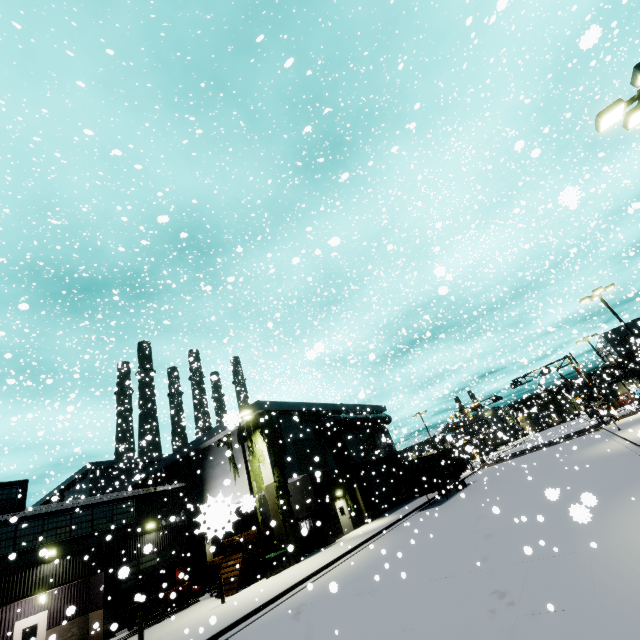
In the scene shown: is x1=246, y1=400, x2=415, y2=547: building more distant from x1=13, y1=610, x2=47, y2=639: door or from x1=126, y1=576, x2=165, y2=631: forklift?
x1=126, y1=576, x2=165, y2=631: forklift

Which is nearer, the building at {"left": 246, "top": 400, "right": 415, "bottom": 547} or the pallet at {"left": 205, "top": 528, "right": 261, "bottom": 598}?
the pallet at {"left": 205, "top": 528, "right": 261, "bottom": 598}

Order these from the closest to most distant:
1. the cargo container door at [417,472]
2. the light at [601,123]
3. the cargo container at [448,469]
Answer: the light at [601,123] < the cargo container door at [417,472] < the cargo container at [448,469]

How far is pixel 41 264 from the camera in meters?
12.7 m

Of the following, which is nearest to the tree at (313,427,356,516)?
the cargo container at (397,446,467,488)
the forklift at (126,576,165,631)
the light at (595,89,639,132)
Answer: the cargo container at (397,446,467,488)

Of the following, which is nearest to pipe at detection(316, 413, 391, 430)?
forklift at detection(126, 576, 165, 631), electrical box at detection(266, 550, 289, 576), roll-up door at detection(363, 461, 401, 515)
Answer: roll-up door at detection(363, 461, 401, 515)

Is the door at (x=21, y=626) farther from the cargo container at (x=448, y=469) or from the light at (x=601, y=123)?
the light at (x=601, y=123)

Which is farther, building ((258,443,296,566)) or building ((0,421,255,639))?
building ((258,443,296,566))
